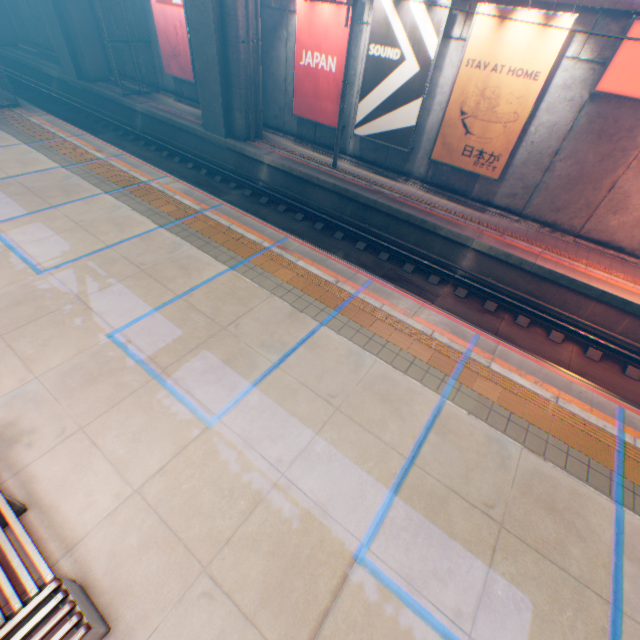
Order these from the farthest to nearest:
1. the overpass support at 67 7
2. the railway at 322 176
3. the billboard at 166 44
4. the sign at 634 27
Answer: the overpass support at 67 7
the billboard at 166 44
the railway at 322 176
the sign at 634 27

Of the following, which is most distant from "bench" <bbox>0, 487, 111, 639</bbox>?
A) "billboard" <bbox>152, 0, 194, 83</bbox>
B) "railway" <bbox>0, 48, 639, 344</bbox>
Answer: "billboard" <bbox>152, 0, 194, 83</bbox>

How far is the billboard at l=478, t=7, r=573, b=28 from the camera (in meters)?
8.77

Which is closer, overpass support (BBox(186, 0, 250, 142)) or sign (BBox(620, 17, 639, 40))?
sign (BBox(620, 17, 639, 40))

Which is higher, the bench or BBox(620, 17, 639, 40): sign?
BBox(620, 17, 639, 40): sign

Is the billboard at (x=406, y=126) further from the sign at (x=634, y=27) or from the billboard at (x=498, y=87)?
the sign at (x=634, y=27)

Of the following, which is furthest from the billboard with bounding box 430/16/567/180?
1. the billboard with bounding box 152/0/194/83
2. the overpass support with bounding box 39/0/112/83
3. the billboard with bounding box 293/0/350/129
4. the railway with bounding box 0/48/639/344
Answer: the billboard with bounding box 152/0/194/83

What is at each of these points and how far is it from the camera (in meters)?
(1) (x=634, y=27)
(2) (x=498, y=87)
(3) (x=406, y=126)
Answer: (1) sign, 8.44
(2) billboard, 10.28
(3) billboard, 12.50
